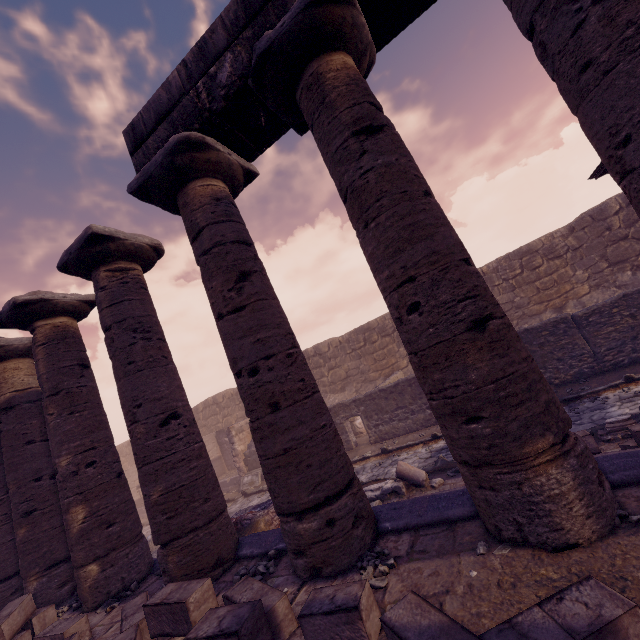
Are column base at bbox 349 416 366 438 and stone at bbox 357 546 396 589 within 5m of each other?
no

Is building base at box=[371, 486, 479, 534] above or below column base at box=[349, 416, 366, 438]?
above

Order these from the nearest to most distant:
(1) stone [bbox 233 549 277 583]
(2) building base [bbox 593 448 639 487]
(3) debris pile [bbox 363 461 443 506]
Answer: (2) building base [bbox 593 448 639 487] < (1) stone [bbox 233 549 277 583] < (3) debris pile [bbox 363 461 443 506]

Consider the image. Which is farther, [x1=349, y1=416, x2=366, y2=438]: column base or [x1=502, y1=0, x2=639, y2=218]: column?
[x1=349, y1=416, x2=366, y2=438]: column base

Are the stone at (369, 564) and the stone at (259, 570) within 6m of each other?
yes

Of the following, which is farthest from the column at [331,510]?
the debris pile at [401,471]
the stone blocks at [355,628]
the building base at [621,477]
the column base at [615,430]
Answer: the column base at [615,430]

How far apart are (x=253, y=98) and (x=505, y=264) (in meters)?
13.75

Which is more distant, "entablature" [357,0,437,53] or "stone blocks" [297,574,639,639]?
"entablature" [357,0,437,53]
